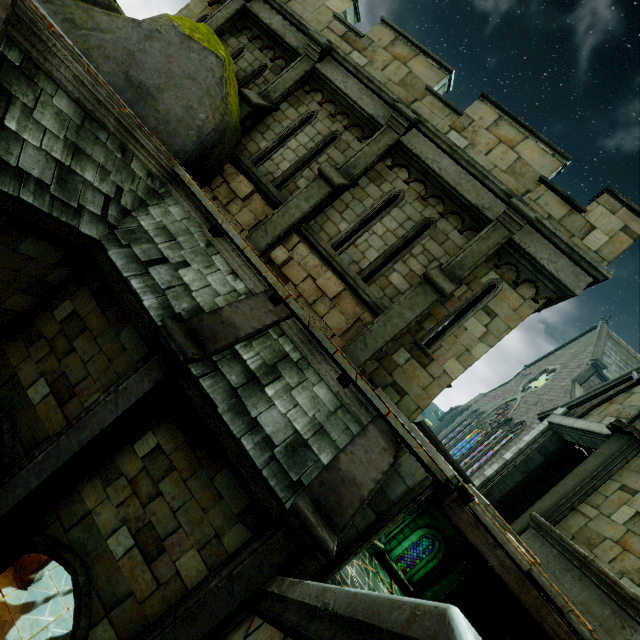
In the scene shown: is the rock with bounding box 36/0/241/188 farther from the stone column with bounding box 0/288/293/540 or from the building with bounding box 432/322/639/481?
the building with bounding box 432/322/639/481

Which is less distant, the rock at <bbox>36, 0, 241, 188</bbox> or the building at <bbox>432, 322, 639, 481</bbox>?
the rock at <bbox>36, 0, 241, 188</bbox>

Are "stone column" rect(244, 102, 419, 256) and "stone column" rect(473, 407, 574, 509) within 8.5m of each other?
no

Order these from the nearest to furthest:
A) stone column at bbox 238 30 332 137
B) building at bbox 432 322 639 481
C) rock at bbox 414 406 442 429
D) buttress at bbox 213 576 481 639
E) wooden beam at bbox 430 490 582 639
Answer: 1. buttress at bbox 213 576 481 639
2. wooden beam at bbox 430 490 582 639
3. stone column at bbox 238 30 332 137
4. building at bbox 432 322 639 481
5. rock at bbox 414 406 442 429

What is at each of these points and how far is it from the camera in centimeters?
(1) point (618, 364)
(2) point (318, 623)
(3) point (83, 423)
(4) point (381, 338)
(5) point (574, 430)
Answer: (1) building, 2758cm
(2) buttress, 239cm
(3) stone column, 468cm
(4) stone column, 668cm
(5) stone beam, 1002cm

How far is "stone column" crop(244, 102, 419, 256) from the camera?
7.5 meters

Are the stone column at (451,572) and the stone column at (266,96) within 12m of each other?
no

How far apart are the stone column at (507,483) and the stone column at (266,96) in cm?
1347
